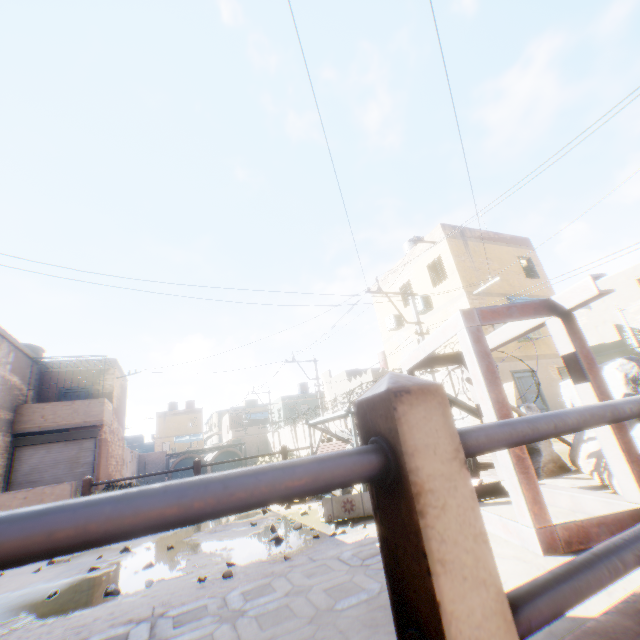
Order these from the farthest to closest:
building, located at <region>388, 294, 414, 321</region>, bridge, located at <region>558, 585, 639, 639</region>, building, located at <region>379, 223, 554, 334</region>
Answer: building, located at <region>388, 294, 414, 321</region> < building, located at <region>379, 223, 554, 334</region> < bridge, located at <region>558, 585, 639, 639</region>

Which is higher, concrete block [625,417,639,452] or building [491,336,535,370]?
building [491,336,535,370]

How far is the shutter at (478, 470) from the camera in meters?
4.4 m

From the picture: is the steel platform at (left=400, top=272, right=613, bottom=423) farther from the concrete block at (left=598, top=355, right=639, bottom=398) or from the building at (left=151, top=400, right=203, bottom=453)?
the building at (left=151, top=400, right=203, bottom=453)

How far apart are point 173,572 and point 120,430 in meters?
22.1

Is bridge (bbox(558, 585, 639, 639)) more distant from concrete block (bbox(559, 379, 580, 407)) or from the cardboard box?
the cardboard box

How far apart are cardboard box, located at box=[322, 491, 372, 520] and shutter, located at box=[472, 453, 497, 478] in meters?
1.5 m

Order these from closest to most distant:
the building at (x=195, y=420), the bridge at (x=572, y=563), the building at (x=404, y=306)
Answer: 1. the bridge at (x=572, y=563)
2. the building at (x=404, y=306)
3. the building at (x=195, y=420)
